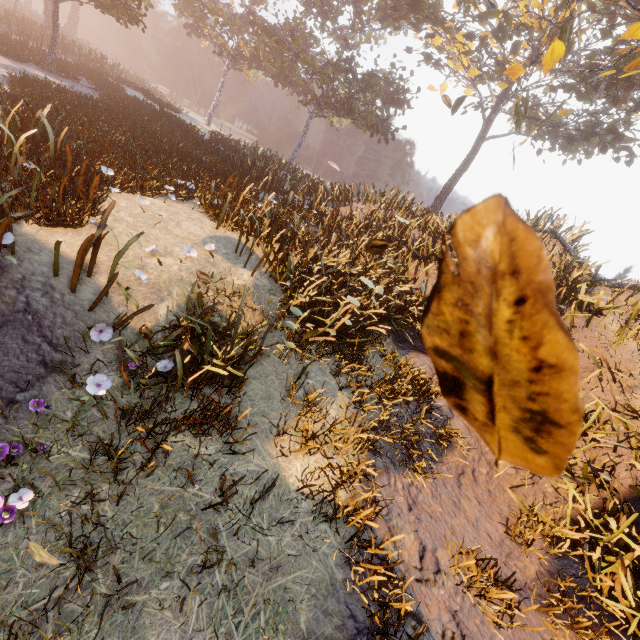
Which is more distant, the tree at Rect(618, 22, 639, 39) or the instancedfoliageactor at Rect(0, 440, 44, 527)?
the tree at Rect(618, 22, 639, 39)

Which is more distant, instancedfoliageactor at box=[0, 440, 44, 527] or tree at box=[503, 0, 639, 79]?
tree at box=[503, 0, 639, 79]

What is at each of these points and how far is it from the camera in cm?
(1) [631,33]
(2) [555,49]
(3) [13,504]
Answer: (1) tree, 774
(2) tree, 802
(3) instancedfoliageactor, 284

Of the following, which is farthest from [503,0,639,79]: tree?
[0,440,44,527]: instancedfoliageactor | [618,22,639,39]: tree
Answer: [0,440,44,527]: instancedfoliageactor

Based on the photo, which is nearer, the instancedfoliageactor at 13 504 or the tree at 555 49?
the instancedfoliageactor at 13 504

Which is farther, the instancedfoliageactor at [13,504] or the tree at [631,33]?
the tree at [631,33]
